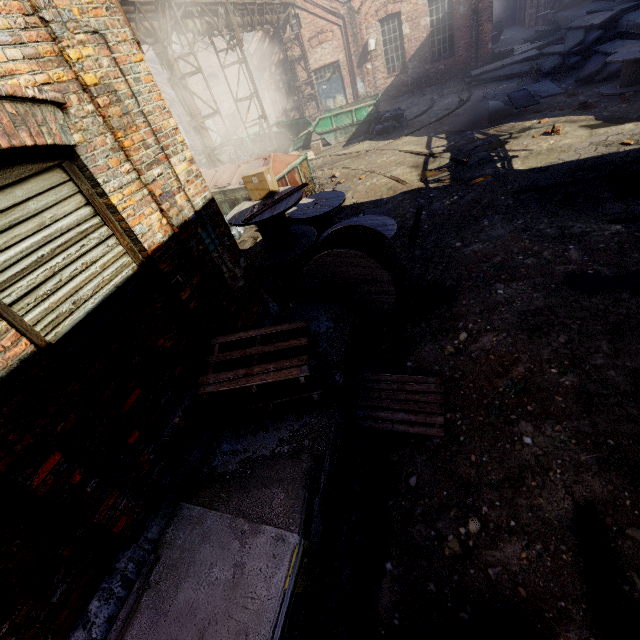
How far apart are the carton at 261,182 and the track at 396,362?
3.64m

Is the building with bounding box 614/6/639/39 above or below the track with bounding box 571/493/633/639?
above

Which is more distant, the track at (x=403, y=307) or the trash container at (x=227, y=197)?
the trash container at (x=227, y=197)

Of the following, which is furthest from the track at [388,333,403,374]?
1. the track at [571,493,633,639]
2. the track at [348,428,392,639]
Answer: the track at [571,493,633,639]

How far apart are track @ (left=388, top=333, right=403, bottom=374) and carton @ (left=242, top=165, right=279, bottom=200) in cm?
364

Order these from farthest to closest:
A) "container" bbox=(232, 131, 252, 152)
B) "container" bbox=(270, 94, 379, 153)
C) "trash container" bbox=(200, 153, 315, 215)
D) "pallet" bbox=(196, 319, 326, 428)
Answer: "container" bbox=(232, 131, 252, 152)
"container" bbox=(270, 94, 379, 153)
"trash container" bbox=(200, 153, 315, 215)
"pallet" bbox=(196, 319, 326, 428)

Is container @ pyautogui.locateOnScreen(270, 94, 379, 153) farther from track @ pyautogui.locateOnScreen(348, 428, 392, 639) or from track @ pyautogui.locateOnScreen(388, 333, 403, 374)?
track @ pyautogui.locateOnScreen(348, 428, 392, 639)

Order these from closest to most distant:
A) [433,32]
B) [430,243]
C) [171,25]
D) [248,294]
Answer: [248,294]
[430,243]
[171,25]
[433,32]
